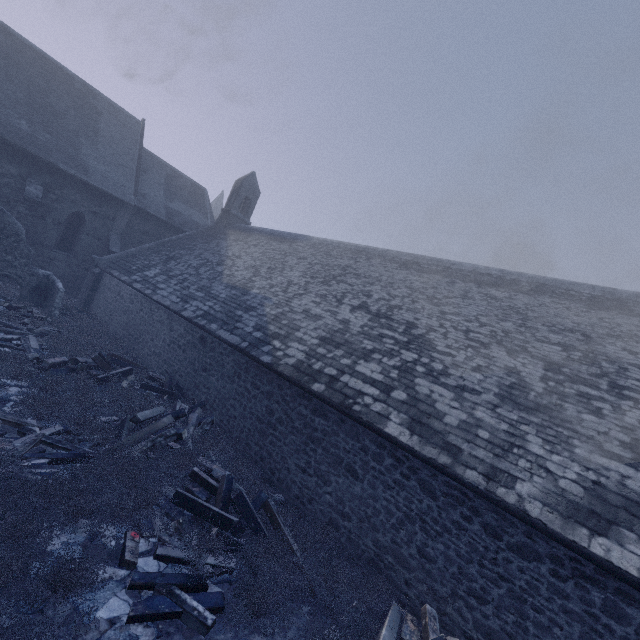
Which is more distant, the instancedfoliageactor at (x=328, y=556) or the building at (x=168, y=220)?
the building at (x=168, y=220)

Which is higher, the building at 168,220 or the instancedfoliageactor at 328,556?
the building at 168,220

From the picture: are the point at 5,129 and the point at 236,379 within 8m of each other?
no

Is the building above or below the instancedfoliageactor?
above

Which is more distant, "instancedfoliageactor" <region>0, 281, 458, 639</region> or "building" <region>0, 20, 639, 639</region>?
"building" <region>0, 20, 639, 639</region>
